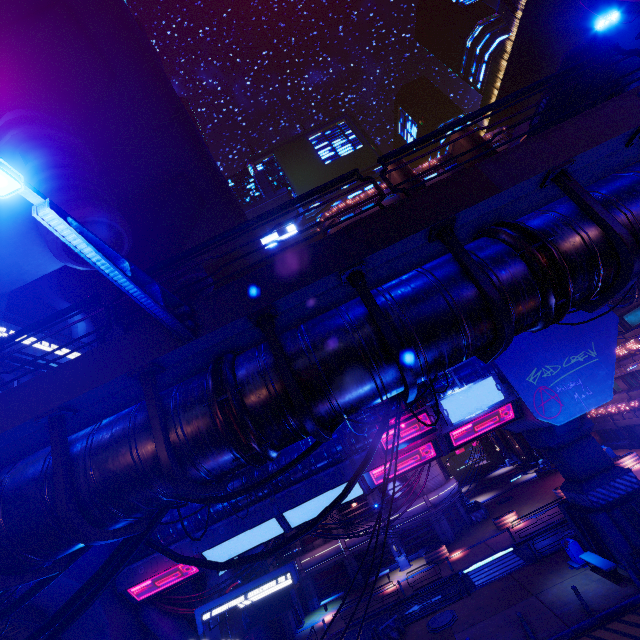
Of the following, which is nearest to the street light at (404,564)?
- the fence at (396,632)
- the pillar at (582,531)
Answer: the fence at (396,632)

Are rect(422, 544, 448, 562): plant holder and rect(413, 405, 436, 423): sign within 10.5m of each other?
no

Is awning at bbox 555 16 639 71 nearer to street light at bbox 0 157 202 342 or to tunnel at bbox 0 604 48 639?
street light at bbox 0 157 202 342

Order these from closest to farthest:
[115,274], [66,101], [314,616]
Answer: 1. [115,274]
2. [314,616]
3. [66,101]

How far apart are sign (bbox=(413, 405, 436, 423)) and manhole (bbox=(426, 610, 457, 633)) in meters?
11.1 m

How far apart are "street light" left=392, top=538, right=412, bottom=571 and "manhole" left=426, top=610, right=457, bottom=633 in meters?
11.4

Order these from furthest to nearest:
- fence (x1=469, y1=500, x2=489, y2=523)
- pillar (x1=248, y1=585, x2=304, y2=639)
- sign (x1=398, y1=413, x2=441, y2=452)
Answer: fence (x1=469, y1=500, x2=489, y2=523) < pillar (x1=248, y1=585, x2=304, y2=639) < sign (x1=398, y1=413, x2=441, y2=452)

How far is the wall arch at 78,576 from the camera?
15.9m
